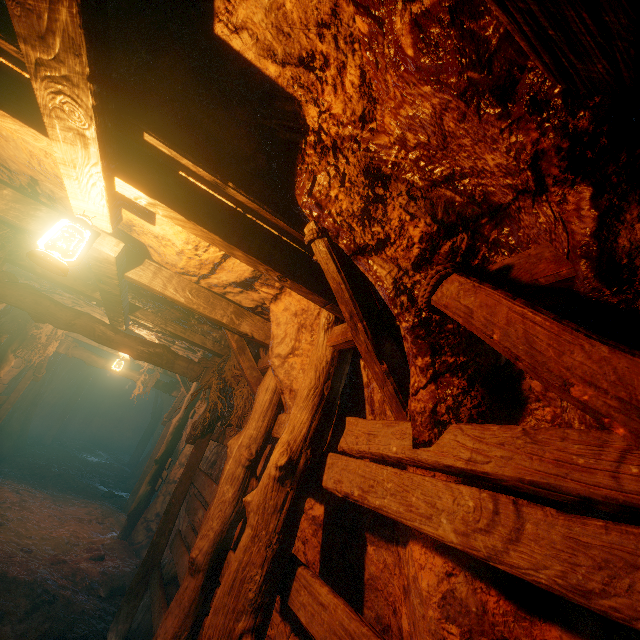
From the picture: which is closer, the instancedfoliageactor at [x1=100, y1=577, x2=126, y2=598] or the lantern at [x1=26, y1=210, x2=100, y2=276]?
the lantern at [x1=26, y1=210, x2=100, y2=276]

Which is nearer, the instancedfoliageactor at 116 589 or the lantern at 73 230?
the lantern at 73 230

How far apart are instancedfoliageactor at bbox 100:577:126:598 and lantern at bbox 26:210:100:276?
6.22m

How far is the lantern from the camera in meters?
2.0

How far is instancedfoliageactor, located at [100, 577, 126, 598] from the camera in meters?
5.4 m

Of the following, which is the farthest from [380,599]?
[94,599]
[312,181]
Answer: [94,599]

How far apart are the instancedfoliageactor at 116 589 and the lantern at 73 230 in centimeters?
622cm

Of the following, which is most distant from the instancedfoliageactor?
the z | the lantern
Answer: the lantern
